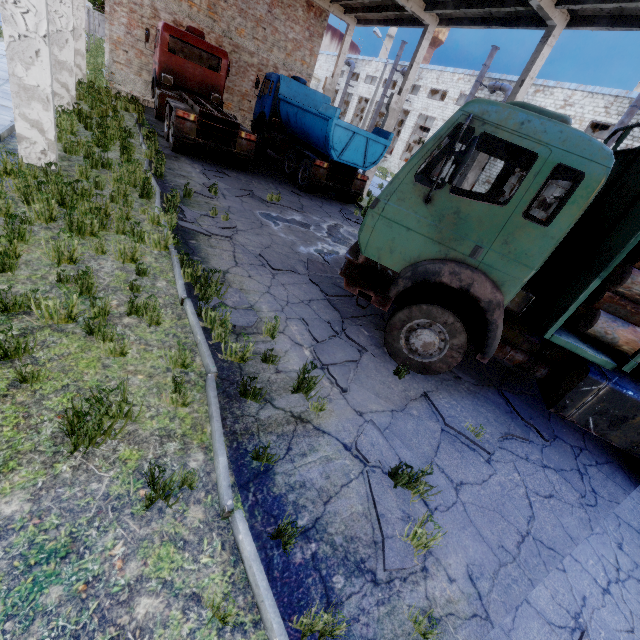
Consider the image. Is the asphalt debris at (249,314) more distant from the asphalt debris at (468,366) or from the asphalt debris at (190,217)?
the asphalt debris at (190,217)

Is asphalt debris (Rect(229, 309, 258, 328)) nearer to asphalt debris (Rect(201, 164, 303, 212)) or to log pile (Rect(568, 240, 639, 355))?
log pile (Rect(568, 240, 639, 355))

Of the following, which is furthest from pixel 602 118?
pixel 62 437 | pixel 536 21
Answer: pixel 62 437

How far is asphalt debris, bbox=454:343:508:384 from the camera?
5.94m

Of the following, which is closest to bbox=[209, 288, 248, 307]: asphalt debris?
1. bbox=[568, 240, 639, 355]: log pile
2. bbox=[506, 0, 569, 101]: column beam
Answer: bbox=[568, 240, 639, 355]: log pile

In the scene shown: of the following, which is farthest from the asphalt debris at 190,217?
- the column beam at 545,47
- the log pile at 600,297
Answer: the log pile at 600,297

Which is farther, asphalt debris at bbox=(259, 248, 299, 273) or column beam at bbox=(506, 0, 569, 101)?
column beam at bbox=(506, 0, 569, 101)

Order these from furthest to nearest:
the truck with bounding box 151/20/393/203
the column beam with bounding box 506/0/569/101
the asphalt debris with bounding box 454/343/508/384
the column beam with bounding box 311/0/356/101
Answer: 1. the column beam with bounding box 311/0/356/101
2. the truck with bounding box 151/20/393/203
3. the column beam with bounding box 506/0/569/101
4. the asphalt debris with bounding box 454/343/508/384
